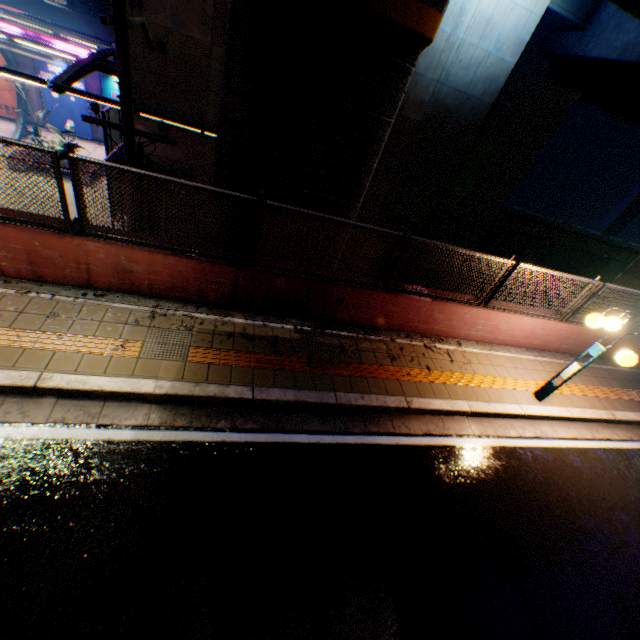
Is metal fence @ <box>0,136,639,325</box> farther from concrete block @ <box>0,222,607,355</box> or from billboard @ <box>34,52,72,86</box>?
billboard @ <box>34,52,72,86</box>

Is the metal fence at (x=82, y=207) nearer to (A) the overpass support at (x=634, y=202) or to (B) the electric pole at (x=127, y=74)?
(B) the electric pole at (x=127, y=74)

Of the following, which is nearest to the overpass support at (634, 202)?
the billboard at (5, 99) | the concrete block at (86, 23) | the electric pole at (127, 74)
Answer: the electric pole at (127, 74)

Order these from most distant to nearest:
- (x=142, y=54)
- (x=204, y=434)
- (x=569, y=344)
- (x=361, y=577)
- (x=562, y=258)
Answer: (x=562, y=258) < (x=142, y=54) < (x=569, y=344) < (x=204, y=434) < (x=361, y=577)

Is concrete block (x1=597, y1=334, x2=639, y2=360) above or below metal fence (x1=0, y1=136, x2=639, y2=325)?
below

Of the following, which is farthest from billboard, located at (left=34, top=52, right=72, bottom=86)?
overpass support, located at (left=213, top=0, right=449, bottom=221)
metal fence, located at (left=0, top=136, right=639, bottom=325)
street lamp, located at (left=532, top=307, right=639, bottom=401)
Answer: street lamp, located at (left=532, top=307, right=639, bottom=401)

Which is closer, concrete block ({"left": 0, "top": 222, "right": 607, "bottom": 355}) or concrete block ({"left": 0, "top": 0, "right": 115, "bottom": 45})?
concrete block ({"left": 0, "top": 222, "right": 607, "bottom": 355})

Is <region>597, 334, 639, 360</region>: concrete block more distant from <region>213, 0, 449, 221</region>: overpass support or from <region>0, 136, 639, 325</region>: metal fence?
<region>213, 0, 449, 221</region>: overpass support
